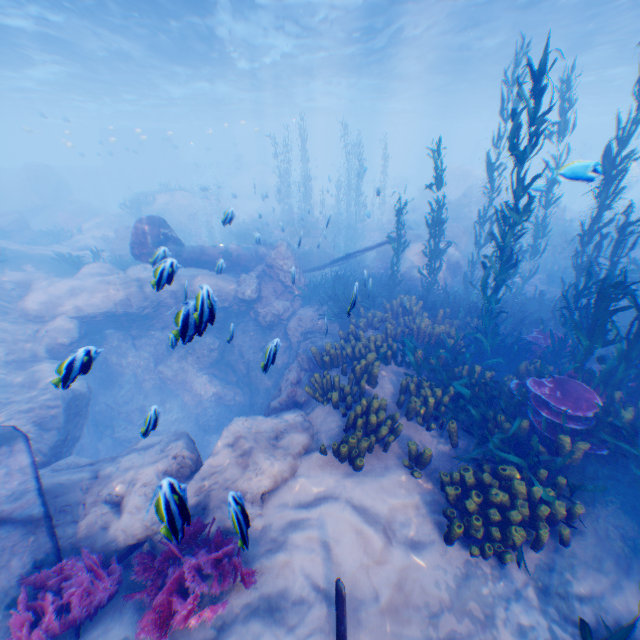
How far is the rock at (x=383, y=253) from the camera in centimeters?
1744cm

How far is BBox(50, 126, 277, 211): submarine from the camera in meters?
43.4

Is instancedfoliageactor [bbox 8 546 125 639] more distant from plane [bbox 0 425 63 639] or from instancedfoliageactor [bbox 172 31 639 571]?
instancedfoliageactor [bbox 172 31 639 571]

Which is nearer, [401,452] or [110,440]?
[401,452]

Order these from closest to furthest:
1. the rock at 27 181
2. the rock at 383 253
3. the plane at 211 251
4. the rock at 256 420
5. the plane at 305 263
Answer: the rock at 256 420 < the plane at 211 251 < the plane at 305 263 < the rock at 383 253 < the rock at 27 181

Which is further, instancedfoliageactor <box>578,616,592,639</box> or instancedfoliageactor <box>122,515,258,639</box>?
instancedfoliageactor <box>122,515,258,639</box>

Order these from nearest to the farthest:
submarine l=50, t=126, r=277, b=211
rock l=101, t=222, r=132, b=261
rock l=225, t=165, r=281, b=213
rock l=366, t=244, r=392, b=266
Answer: rock l=366, t=244, r=392, b=266, rock l=101, t=222, r=132, b=261, rock l=225, t=165, r=281, b=213, submarine l=50, t=126, r=277, b=211

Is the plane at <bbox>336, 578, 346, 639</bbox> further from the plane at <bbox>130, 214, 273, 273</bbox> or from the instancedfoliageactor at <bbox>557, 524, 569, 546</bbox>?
the instancedfoliageactor at <bbox>557, 524, 569, 546</bbox>
